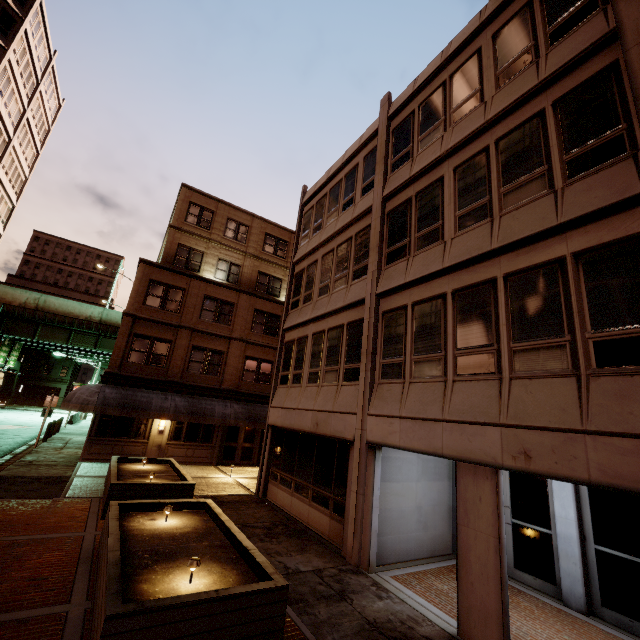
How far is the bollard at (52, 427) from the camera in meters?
21.6 m

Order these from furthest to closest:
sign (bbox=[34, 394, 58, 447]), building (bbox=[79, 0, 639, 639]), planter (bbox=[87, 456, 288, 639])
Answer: sign (bbox=[34, 394, 58, 447]) < building (bbox=[79, 0, 639, 639]) < planter (bbox=[87, 456, 288, 639])

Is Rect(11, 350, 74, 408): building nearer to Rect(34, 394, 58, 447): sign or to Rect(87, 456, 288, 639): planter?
Rect(34, 394, 58, 447): sign

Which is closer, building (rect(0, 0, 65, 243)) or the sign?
the sign

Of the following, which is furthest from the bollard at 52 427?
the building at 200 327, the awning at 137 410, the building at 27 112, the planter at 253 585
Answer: the planter at 253 585

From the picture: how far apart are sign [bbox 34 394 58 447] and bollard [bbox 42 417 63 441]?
4.79m

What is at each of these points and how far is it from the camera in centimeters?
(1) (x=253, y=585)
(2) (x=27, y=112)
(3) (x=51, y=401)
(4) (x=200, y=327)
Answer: (1) planter, 490cm
(2) building, 3303cm
(3) sign, 1984cm
(4) building, 2112cm

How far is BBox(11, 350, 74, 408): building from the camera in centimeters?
5607cm
